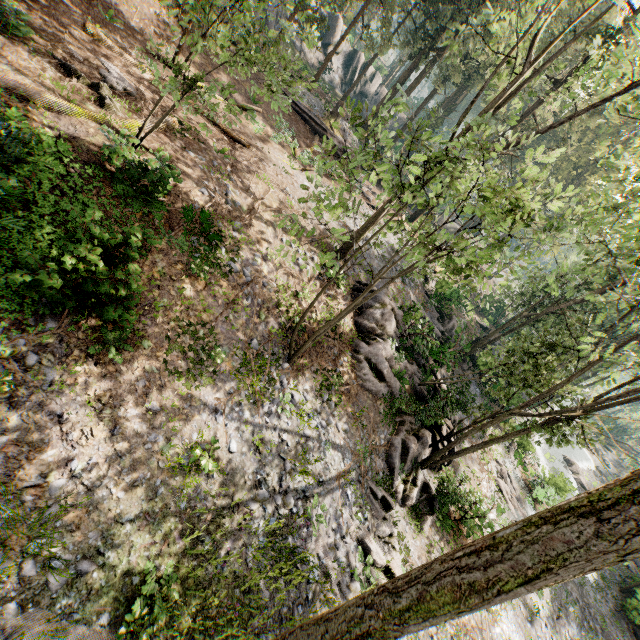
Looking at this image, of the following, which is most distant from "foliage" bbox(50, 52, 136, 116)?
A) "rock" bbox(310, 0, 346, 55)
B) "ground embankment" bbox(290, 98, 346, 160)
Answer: "rock" bbox(310, 0, 346, 55)

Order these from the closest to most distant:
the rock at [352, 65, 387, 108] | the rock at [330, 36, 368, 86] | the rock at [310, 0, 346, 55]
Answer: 1. the rock at [310, 0, 346, 55]
2. the rock at [330, 36, 368, 86]
3. the rock at [352, 65, 387, 108]

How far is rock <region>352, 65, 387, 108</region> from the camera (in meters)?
45.75

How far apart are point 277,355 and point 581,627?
25.1 meters

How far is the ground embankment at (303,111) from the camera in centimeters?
2290cm

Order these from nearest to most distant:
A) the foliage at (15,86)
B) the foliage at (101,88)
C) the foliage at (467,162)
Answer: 1. the foliage at (467,162)
2. the foliage at (15,86)
3. the foliage at (101,88)

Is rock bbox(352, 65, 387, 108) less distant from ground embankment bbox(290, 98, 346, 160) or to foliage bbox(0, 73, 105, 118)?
foliage bbox(0, 73, 105, 118)
